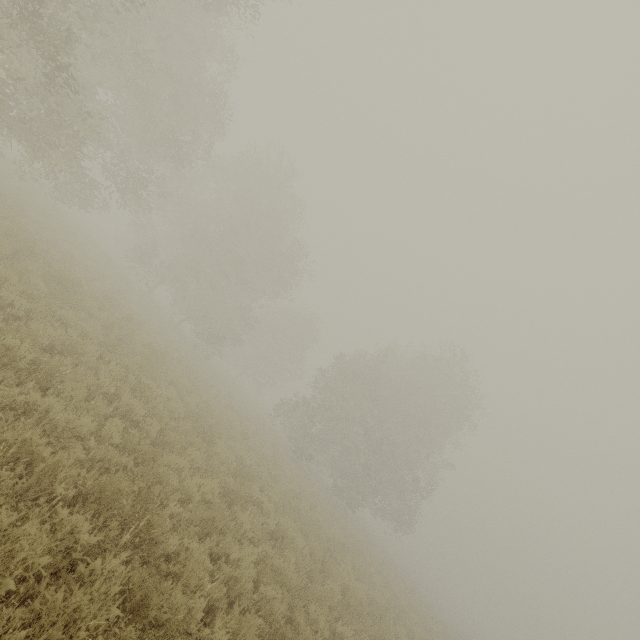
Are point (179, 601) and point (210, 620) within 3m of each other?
yes
